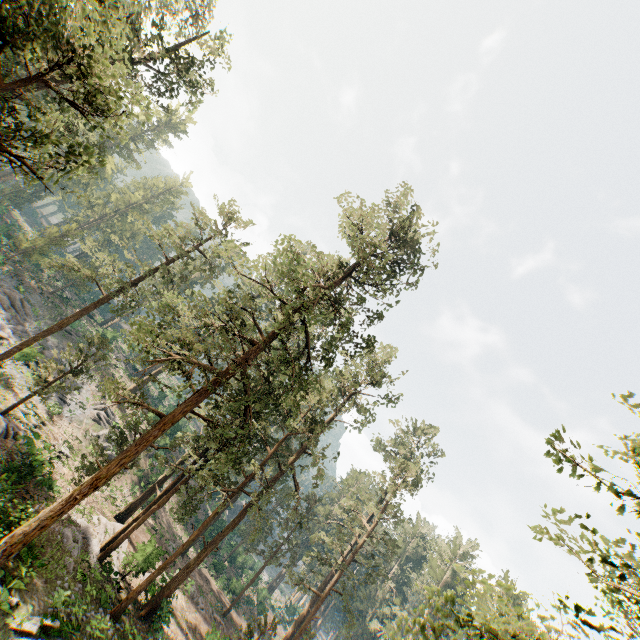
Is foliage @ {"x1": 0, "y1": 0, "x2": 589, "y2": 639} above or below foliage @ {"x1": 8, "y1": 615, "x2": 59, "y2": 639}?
above

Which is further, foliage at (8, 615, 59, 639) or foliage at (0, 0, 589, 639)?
foliage at (8, 615, 59, 639)

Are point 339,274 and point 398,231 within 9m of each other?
yes

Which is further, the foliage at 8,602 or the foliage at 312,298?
the foliage at 8,602
